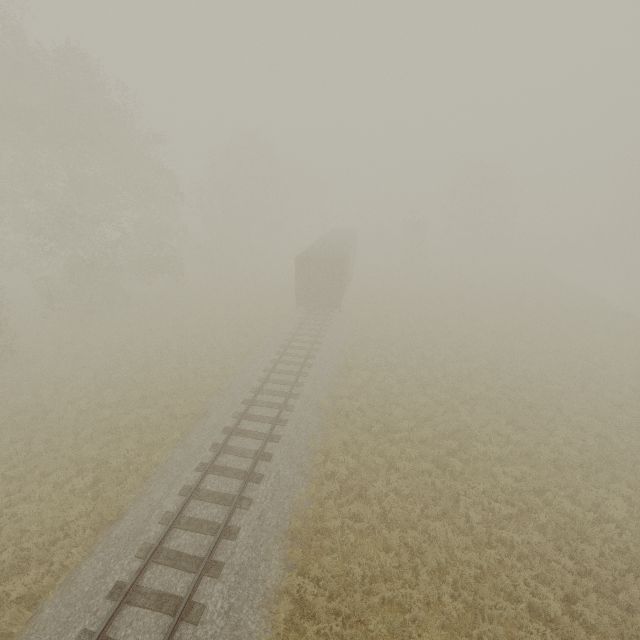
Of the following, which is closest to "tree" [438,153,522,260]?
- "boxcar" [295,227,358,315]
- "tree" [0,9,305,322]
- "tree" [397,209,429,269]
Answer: "tree" [397,209,429,269]

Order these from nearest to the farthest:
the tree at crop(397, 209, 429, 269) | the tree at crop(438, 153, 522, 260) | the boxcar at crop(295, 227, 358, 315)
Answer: the boxcar at crop(295, 227, 358, 315) → the tree at crop(397, 209, 429, 269) → the tree at crop(438, 153, 522, 260)

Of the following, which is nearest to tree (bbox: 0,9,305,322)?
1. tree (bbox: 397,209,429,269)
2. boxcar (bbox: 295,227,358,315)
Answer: tree (bbox: 397,209,429,269)

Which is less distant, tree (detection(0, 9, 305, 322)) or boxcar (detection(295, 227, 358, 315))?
tree (detection(0, 9, 305, 322))

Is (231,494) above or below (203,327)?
above

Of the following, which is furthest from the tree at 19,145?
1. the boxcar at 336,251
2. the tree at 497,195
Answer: the tree at 497,195

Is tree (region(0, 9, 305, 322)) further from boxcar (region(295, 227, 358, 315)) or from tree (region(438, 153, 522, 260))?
tree (region(438, 153, 522, 260))

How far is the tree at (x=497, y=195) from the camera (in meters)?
46.16
